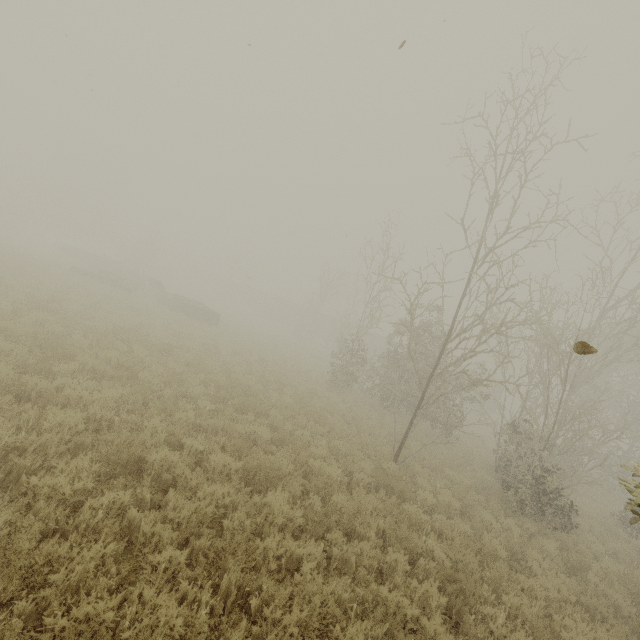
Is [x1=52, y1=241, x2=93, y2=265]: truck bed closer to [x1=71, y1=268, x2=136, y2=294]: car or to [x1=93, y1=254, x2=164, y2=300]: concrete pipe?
[x1=93, y1=254, x2=164, y2=300]: concrete pipe

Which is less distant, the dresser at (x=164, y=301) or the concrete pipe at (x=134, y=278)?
the dresser at (x=164, y=301)

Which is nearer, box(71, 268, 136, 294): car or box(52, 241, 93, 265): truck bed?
box(71, 268, 136, 294): car

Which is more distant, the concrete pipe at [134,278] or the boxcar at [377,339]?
the boxcar at [377,339]

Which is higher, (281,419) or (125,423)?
(281,419)

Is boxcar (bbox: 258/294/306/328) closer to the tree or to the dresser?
the tree

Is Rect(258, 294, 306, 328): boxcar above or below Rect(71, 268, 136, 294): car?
above

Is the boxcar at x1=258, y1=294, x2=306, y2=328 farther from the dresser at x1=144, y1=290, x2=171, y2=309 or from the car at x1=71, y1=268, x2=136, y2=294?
the car at x1=71, y1=268, x2=136, y2=294
